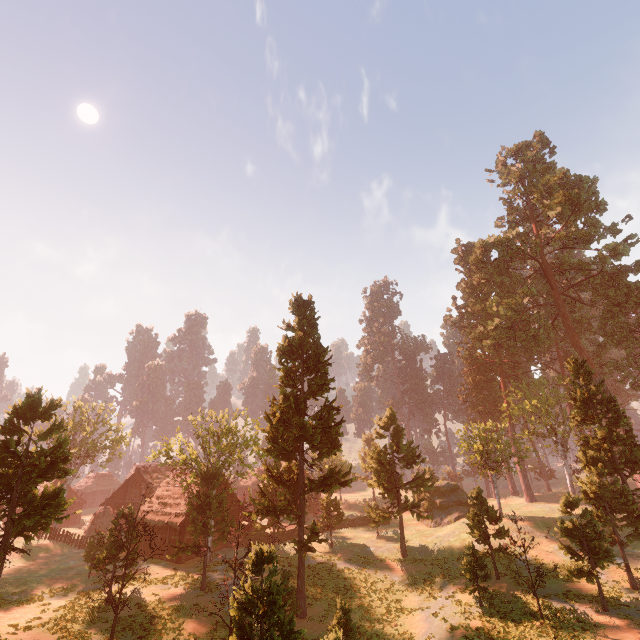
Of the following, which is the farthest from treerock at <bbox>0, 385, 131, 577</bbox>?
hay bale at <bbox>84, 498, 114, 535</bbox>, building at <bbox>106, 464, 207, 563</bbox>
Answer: hay bale at <bbox>84, 498, 114, 535</bbox>

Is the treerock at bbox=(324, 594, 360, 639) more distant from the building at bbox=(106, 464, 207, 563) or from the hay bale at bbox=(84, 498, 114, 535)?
the hay bale at bbox=(84, 498, 114, 535)

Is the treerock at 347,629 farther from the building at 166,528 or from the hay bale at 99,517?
the hay bale at 99,517

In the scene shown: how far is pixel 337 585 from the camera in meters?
26.9 m

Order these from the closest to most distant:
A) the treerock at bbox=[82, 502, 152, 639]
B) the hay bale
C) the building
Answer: the treerock at bbox=[82, 502, 152, 639]
the building
the hay bale

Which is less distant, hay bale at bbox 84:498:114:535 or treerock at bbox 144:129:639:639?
treerock at bbox 144:129:639:639
